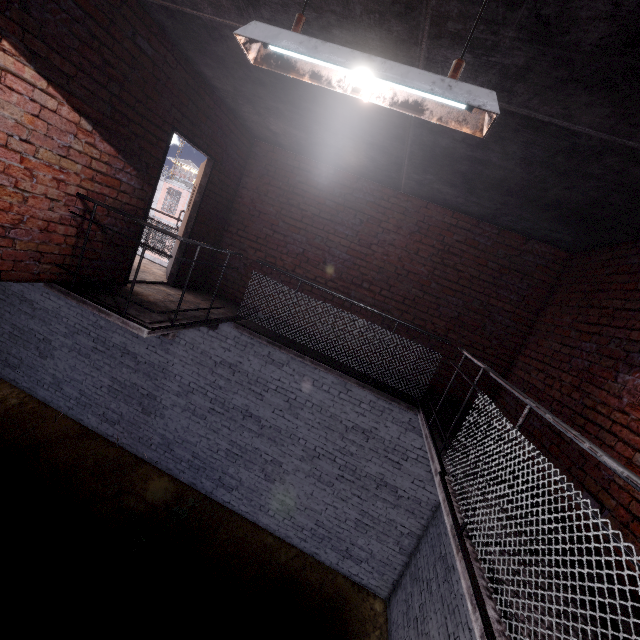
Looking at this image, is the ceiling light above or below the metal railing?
above

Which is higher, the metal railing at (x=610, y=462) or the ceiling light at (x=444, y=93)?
the ceiling light at (x=444, y=93)

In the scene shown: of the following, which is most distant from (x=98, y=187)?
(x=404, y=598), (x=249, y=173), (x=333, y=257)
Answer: (x=404, y=598)
